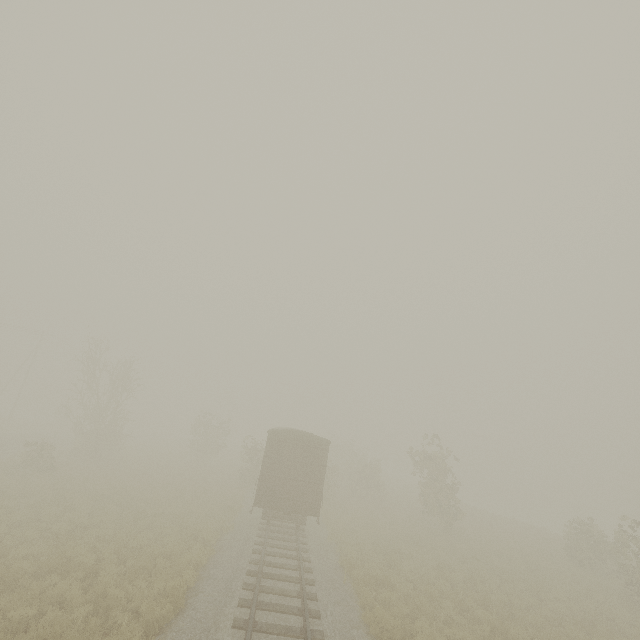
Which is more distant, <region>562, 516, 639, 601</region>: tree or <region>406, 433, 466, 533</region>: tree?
<region>406, 433, 466, 533</region>: tree

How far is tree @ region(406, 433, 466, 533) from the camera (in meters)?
23.60

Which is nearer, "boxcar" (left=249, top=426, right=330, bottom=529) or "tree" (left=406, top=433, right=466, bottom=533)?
"boxcar" (left=249, top=426, right=330, bottom=529)

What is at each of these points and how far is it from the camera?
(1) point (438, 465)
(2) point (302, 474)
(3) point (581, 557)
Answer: (1) tree, 24.83m
(2) boxcar, 16.73m
(3) tree, 20.55m

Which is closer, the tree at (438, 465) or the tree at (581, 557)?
the tree at (581, 557)

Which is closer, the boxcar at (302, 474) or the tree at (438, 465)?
the boxcar at (302, 474)

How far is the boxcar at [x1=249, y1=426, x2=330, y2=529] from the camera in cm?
1620
